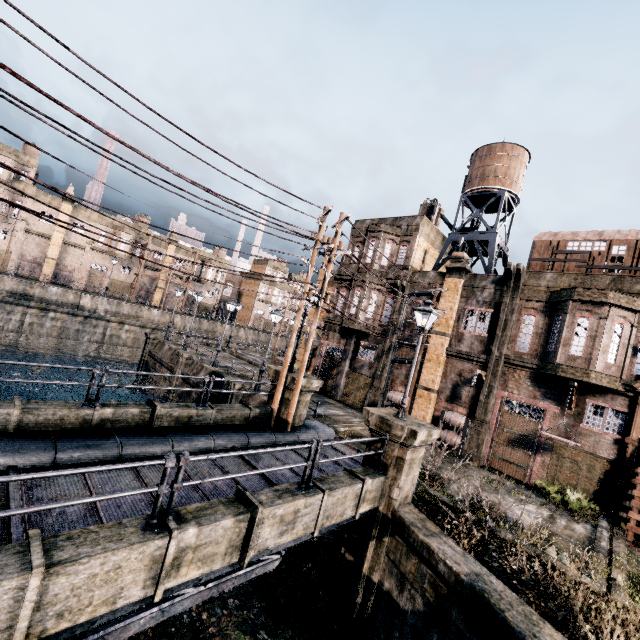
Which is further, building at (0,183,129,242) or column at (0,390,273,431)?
building at (0,183,129,242)

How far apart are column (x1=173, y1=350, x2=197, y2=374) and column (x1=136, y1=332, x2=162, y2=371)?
6.9 meters

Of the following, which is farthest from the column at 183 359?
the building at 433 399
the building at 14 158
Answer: the building at 14 158

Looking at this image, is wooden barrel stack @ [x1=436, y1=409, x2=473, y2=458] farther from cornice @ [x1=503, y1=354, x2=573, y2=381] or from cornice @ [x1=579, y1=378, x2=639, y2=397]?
cornice @ [x1=579, y1=378, x2=639, y2=397]

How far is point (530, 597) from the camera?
8.2m

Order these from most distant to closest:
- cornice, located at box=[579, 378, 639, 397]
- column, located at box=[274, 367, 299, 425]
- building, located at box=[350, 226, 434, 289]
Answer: building, located at box=[350, 226, 434, 289] < cornice, located at box=[579, 378, 639, 397] < column, located at box=[274, 367, 299, 425]

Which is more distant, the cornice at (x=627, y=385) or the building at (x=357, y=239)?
the building at (x=357, y=239)

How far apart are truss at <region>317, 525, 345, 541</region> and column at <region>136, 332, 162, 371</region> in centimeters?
2914cm
